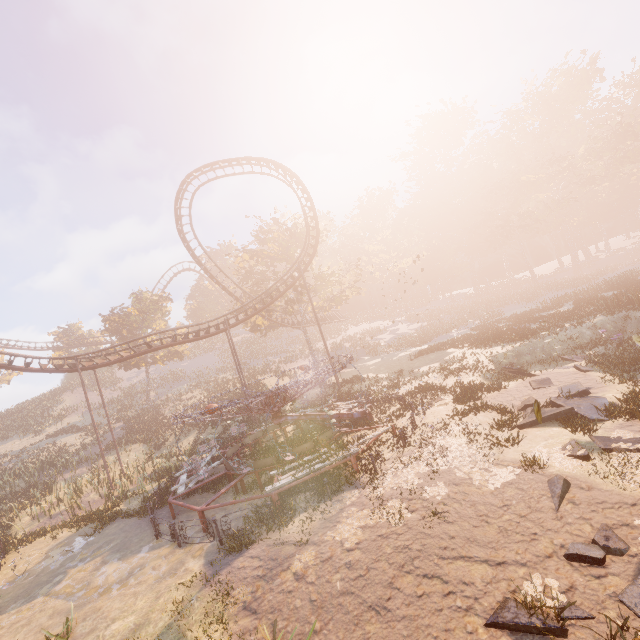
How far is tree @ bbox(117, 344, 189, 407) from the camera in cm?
3944

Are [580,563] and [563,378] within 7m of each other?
no

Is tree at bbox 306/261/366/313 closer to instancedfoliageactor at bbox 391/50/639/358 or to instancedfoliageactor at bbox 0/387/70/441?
instancedfoliageactor at bbox 391/50/639/358

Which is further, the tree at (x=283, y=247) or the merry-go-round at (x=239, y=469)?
the tree at (x=283, y=247)

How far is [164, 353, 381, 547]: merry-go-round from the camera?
11.9 meters

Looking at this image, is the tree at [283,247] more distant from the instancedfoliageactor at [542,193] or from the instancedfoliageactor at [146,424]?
the instancedfoliageactor at [542,193]

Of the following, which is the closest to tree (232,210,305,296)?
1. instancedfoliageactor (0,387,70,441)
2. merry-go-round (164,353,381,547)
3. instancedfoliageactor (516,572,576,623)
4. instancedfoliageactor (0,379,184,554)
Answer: instancedfoliageactor (0,379,184,554)

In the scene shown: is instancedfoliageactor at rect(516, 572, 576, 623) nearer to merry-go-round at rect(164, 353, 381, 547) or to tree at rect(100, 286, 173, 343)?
merry-go-round at rect(164, 353, 381, 547)
